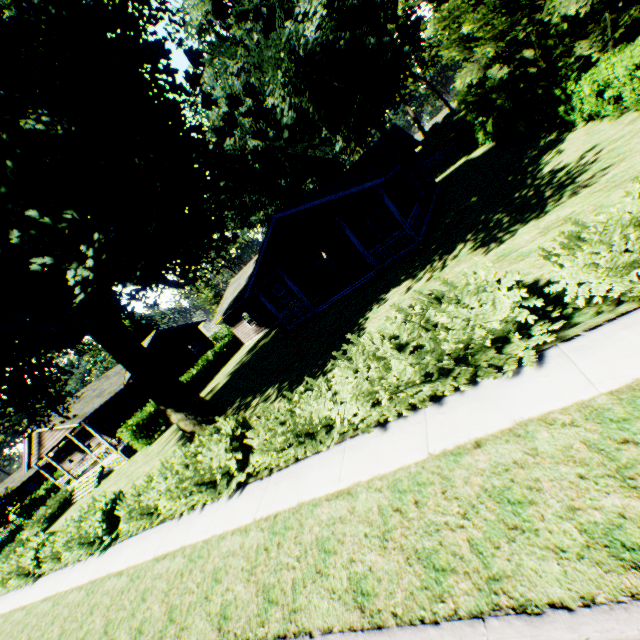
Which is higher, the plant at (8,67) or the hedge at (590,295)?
the plant at (8,67)

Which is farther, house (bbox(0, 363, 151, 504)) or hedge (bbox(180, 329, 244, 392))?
hedge (bbox(180, 329, 244, 392))

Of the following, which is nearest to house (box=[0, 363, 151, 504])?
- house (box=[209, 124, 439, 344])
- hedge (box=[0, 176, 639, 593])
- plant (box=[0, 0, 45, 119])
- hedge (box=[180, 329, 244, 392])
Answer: plant (box=[0, 0, 45, 119])

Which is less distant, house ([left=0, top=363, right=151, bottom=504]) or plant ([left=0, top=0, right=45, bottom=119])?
plant ([left=0, top=0, right=45, bottom=119])

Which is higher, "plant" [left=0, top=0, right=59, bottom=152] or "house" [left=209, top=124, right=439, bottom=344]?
"plant" [left=0, top=0, right=59, bottom=152]

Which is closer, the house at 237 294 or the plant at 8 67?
the plant at 8 67

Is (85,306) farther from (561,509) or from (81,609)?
(561,509)

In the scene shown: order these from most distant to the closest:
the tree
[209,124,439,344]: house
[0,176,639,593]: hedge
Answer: [209,124,439,344]: house < the tree < [0,176,639,593]: hedge
